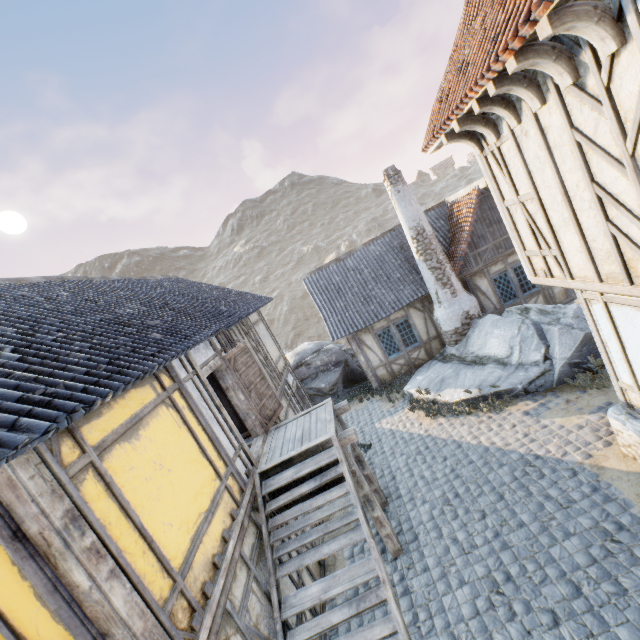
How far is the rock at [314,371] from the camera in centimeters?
1551cm

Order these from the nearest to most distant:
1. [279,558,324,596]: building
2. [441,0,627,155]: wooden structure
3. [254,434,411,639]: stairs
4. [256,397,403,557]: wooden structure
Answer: [441,0,627,155]: wooden structure → [254,434,411,639]: stairs → [279,558,324,596]: building → [256,397,403,557]: wooden structure

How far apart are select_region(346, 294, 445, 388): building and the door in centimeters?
562cm

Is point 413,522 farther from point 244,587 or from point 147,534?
point 147,534

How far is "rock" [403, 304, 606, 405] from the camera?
8.9 meters

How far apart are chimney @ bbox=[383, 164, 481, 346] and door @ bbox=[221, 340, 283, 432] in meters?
7.2 m

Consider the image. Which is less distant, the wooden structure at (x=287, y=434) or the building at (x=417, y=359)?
the wooden structure at (x=287, y=434)

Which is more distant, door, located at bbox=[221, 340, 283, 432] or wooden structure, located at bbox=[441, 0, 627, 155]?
door, located at bbox=[221, 340, 283, 432]
